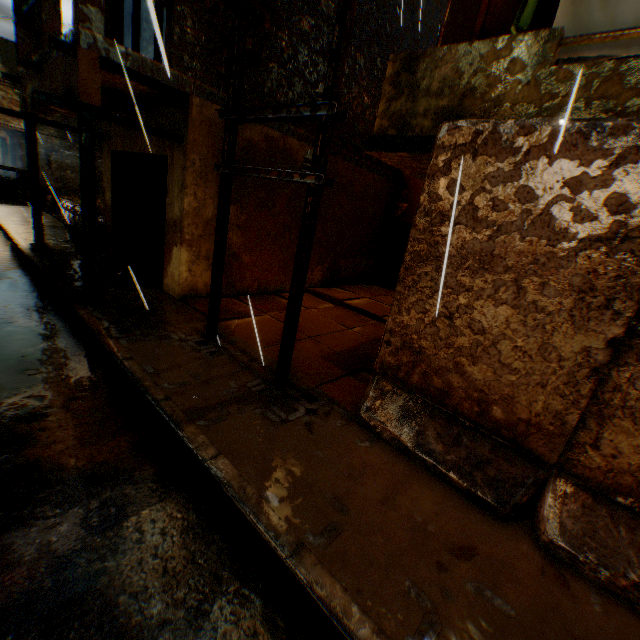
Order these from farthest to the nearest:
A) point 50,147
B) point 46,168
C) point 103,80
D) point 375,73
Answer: point 50,147, point 46,168, point 375,73, point 103,80

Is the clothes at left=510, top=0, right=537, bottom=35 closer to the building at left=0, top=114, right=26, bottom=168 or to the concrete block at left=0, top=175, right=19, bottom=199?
the building at left=0, top=114, right=26, bottom=168

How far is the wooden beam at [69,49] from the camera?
4.41m

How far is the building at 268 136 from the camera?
6.8 meters

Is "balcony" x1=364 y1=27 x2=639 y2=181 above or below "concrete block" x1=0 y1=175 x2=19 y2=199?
above

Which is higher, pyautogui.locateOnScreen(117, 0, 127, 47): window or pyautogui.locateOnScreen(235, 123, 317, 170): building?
pyautogui.locateOnScreen(117, 0, 127, 47): window

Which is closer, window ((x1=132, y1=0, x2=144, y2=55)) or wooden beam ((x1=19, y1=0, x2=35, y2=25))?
wooden beam ((x1=19, y1=0, x2=35, y2=25))

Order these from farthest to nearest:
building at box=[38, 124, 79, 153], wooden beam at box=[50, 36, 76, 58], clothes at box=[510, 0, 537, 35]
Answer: building at box=[38, 124, 79, 153] < wooden beam at box=[50, 36, 76, 58] < clothes at box=[510, 0, 537, 35]
